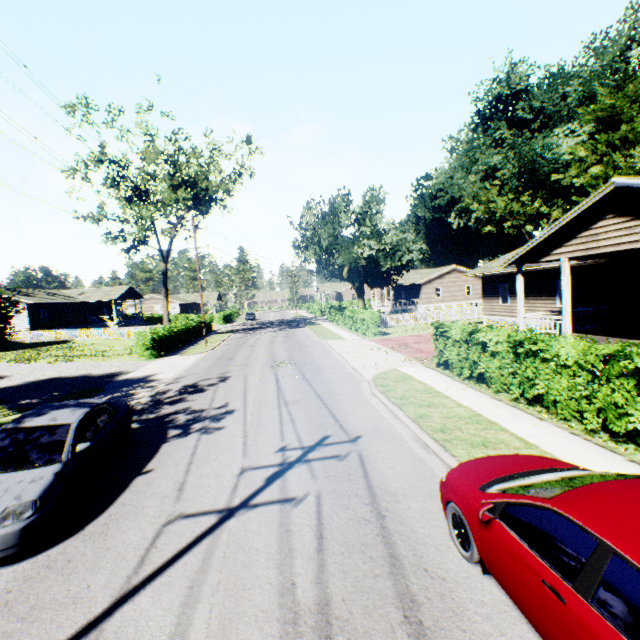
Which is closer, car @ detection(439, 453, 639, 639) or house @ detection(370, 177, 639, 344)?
car @ detection(439, 453, 639, 639)

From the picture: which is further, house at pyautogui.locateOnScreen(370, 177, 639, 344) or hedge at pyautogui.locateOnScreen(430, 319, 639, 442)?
house at pyautogui.locateOnScreen(370, 177, 639, 344)

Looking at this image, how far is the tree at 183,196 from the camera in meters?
26.7

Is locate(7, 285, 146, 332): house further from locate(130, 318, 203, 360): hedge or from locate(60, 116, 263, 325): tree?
locate(130, 318, 203, 360): hedge

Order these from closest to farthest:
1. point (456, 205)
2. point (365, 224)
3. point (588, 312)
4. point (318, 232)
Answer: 1. point (588, 312)
2. point (318, 232)
3. point (365, 224)
4. point (456, 205)

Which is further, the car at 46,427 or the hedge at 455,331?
the hedge at 455,331

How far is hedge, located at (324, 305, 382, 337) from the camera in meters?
25.7
